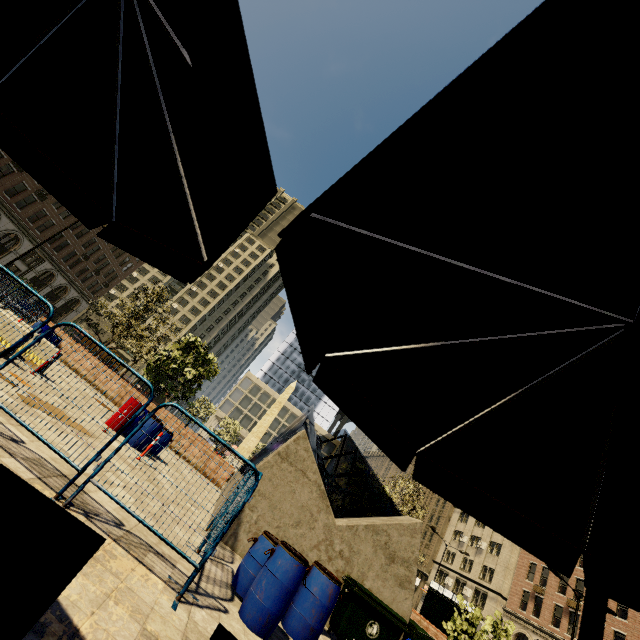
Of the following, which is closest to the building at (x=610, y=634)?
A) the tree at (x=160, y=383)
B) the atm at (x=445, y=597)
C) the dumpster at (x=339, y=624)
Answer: the tree at (x=160, y=383)

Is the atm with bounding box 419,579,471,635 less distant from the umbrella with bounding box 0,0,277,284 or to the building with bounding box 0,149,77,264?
the umbrella with bounding box 0,0,277,284

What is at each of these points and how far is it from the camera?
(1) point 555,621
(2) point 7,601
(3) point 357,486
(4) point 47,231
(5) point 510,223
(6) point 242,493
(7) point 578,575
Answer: (1) building, 32.2m
(2) chair, 1.0m
(3) tree, 19.4m
(4) building, 38.5m
(5) umbrella, 1.0m
(6) fence, 5.6m
(7) building, 32.5m

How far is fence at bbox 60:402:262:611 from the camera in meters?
3.9

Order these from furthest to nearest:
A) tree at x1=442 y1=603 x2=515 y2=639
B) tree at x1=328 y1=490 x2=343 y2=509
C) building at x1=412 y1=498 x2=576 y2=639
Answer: building at x1=412 y1=498 x2=576 y2=639, tree at x1=328 y1=490 x2=343 y2=509, tree at x1=442 y1=603 x2=515 y2=639

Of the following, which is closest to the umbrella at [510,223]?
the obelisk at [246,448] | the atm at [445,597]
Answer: the atm at [445,597]

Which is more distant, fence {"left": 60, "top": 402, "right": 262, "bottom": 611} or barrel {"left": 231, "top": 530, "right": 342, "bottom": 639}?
barrel {"left": 231, "top": 530, "right": 342, "bottom": 639}

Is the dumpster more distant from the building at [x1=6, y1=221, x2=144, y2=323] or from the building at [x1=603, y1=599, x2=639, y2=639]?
the building at [x1=6, y1=221, x2=144, y2=323]
